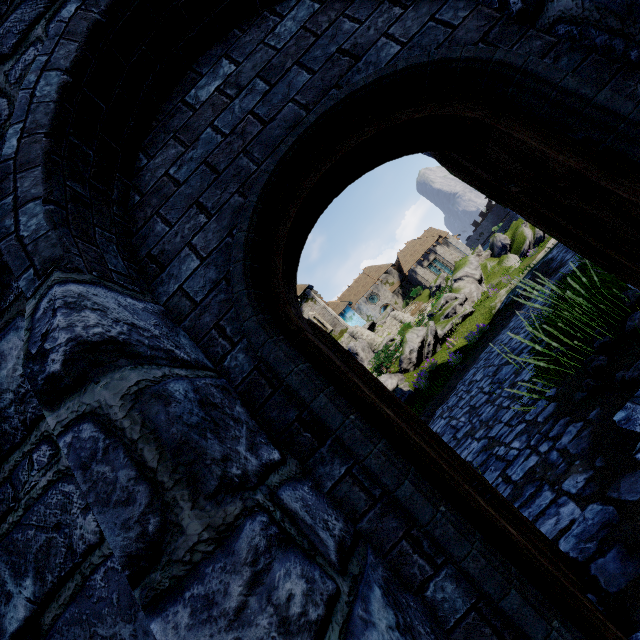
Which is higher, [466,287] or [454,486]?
[466,287]

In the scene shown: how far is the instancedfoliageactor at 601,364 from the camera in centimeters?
341cm

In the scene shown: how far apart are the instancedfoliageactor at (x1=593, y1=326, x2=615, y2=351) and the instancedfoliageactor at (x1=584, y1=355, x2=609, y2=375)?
0.18m

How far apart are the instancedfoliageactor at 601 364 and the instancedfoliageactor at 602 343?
0.2 meters

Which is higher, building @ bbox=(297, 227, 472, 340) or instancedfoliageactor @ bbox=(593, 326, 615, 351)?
building @ bbox=(297, 227, 472, 340)

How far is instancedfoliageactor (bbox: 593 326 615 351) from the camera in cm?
367

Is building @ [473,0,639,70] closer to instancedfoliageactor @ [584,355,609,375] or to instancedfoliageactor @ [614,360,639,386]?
instancedfoliageactor @ [614,360,639,386]

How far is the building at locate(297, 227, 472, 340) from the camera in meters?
30.7 m
